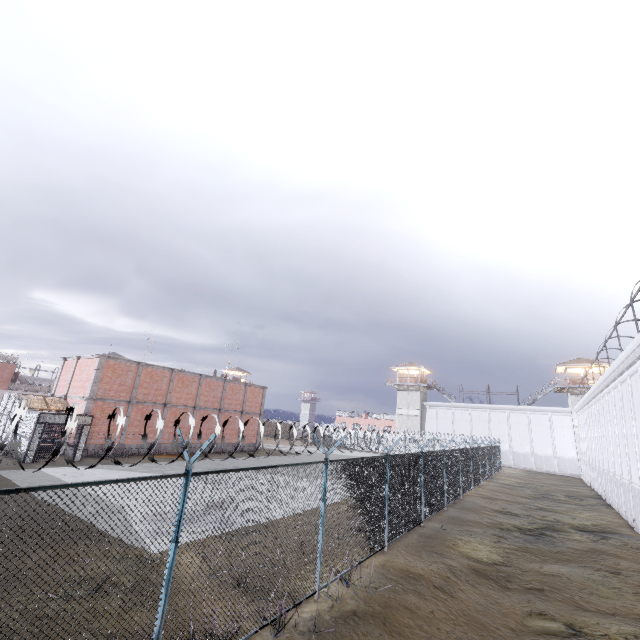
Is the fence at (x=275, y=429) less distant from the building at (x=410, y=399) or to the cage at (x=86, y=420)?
the cage at (x=86, y=420)

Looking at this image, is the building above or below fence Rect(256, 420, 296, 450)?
above

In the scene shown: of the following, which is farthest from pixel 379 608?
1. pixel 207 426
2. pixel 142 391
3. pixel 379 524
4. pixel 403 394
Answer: pixel 403 394

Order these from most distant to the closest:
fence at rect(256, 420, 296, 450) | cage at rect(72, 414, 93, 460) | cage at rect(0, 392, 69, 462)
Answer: cage at rect(72, 414, 93, 460), cage at rect(0, 392, 69, 462), fence at rect(256, 420, 296, 450)

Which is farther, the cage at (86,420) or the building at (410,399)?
the building at (410,399)

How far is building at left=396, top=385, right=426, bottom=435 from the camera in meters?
52.7 m

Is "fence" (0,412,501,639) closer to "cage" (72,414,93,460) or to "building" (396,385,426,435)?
"cage" (72,414,93,460)
